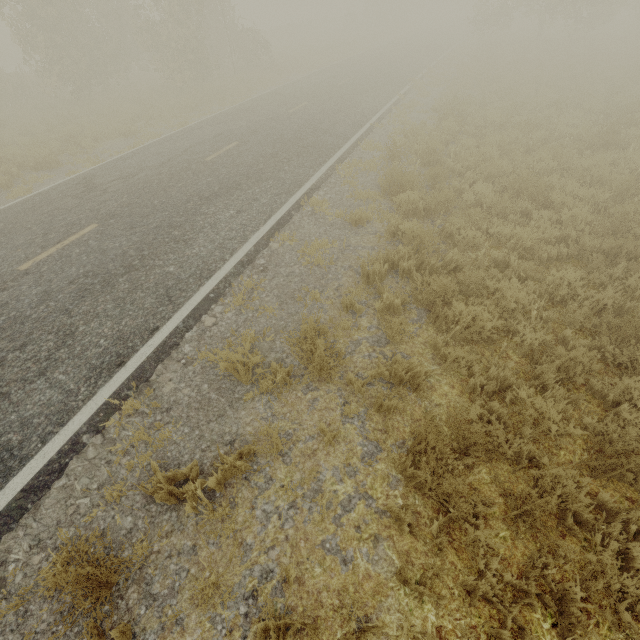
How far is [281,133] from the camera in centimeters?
1139cm
